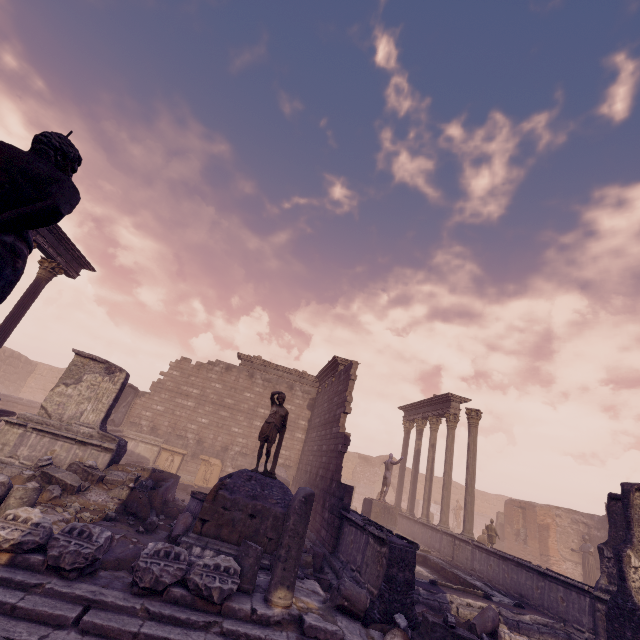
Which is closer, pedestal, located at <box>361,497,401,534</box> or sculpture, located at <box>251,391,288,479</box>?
sculpture, located at <box>251,391,288,479</box>

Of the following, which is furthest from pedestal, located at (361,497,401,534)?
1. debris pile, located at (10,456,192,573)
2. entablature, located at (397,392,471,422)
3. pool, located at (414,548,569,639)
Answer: debris pile, located at (10,456,192,573)

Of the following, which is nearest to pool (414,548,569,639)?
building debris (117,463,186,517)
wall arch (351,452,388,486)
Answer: building debris (117,463,186,517)

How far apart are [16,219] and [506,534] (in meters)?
28.37

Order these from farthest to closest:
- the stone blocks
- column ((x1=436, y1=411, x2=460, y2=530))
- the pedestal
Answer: column ((x1=436, y1=411, x2=460, y2=530))
the pedestal
the stone blocks

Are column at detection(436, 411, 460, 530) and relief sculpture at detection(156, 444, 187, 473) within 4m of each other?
no

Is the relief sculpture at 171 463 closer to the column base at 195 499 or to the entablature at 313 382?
the entablature at 313 382

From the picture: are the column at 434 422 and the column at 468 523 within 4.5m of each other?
yes
